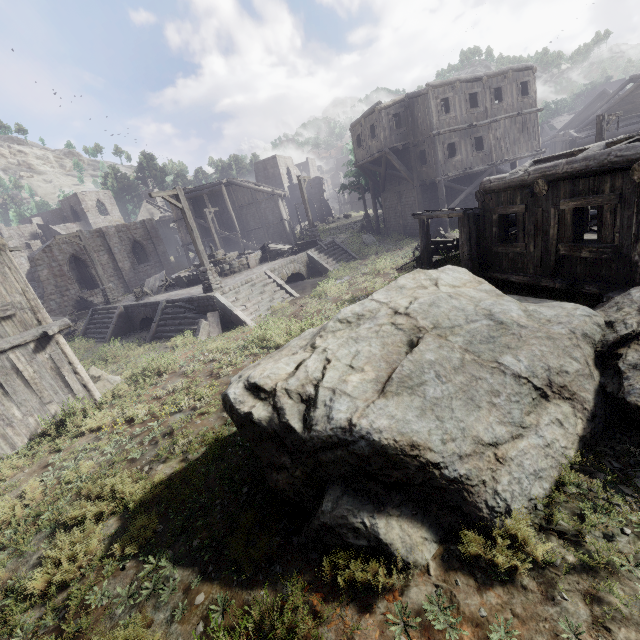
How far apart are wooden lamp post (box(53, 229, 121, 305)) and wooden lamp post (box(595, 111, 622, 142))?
28.03m

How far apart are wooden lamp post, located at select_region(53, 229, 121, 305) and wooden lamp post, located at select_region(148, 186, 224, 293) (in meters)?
9.08

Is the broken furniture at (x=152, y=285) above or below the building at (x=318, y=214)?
below

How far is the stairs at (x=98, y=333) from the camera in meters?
18.2 m

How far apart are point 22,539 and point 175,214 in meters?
37.4

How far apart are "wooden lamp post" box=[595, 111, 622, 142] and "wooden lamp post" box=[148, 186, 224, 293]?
19.53m

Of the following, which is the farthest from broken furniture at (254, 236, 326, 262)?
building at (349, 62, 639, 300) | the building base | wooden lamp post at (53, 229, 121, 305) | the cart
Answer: wooden lamp post at (53, 229, 121, 305)

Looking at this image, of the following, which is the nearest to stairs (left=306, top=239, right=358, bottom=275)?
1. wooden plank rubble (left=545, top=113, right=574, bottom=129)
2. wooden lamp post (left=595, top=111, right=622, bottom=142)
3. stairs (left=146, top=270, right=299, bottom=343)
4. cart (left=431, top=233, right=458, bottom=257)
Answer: stairs (left=146, top=270, right=299, bottom=343)
